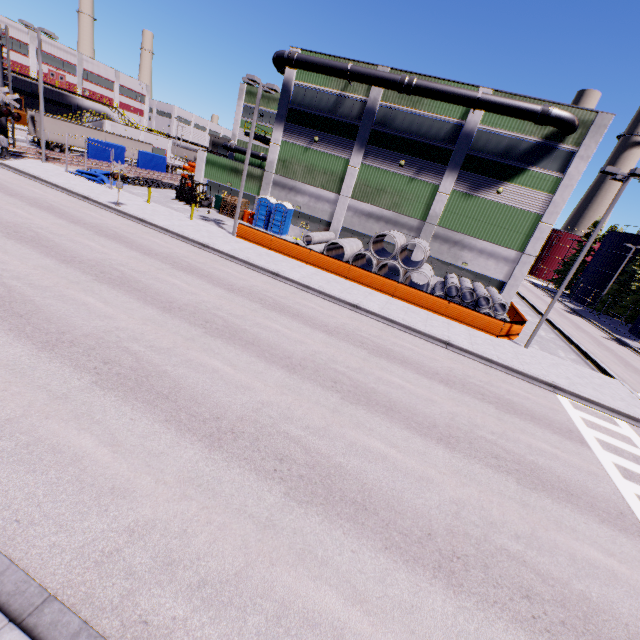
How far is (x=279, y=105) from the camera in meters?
28.9

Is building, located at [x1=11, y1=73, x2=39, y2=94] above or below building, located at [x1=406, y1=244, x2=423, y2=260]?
above

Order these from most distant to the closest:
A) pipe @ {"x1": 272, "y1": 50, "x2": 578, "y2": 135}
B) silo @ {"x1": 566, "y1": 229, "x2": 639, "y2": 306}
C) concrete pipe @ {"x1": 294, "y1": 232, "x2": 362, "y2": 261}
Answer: silo @ {"x1": 566, "y1": 229, "x2": 639, "y2": 306} < concrete pipe @ {"x1": 294, "y1": 232, "x2": 362, "y2": 261} < pipe @ {"x1": 272, "y1": 50, "x2": 578, "y2": 135}

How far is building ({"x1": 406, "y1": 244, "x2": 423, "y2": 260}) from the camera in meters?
28.0

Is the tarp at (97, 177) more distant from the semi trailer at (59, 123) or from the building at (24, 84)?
the building at (24, 84)

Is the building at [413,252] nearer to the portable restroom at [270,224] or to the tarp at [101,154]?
the portable restroom at [270,224]

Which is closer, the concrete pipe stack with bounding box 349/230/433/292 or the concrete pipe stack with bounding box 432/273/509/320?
the concrete pipe stack with bounding box 432/273/509/320

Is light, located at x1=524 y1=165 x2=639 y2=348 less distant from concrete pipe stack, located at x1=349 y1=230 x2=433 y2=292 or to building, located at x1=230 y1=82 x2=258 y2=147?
concrete pipe stack, located at x1=349 y1=230 x2=433 y2=292
